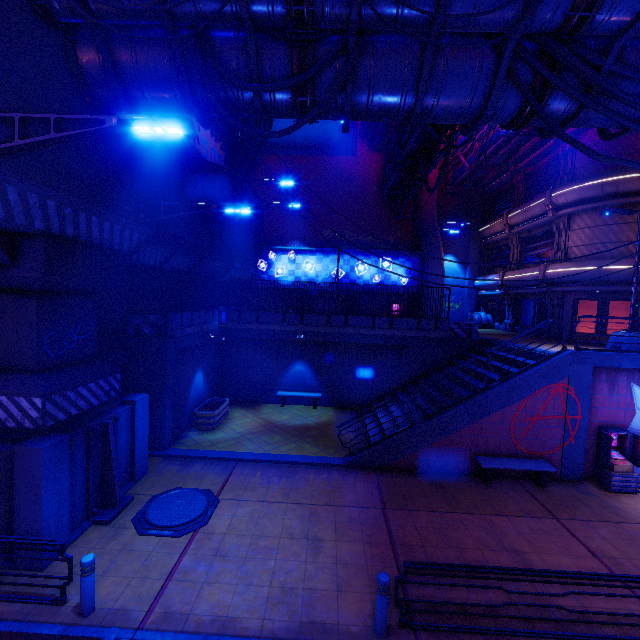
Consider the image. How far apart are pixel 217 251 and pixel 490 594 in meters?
17.6 m

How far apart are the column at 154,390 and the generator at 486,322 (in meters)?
24.46

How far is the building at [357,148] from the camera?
24.4 meters

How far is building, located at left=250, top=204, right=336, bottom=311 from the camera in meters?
24.1 m

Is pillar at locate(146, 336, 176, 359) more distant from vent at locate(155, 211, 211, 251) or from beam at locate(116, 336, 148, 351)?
vent at locate(155, 211, 211, 251)

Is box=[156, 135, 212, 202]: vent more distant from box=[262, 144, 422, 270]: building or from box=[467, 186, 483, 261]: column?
box=[467, 186, 483, 261]: column

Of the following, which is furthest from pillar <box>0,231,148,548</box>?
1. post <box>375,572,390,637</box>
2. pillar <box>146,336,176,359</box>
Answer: post <box>375,572,390,637</box>

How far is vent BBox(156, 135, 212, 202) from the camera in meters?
12.1 m
